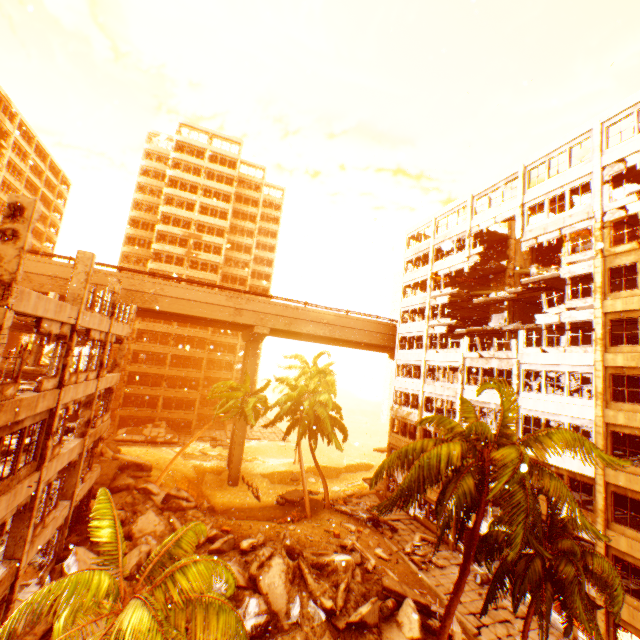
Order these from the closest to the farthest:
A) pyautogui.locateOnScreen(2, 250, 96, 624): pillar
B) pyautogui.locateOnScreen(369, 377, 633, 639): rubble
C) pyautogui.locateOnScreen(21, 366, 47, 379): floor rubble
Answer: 1. pyautogui.locateOnScreen(369, 377, 633, 639): rubble
2. pyautogui.locateOnScreen(2, 250, 96, 624): pillar
3. pyautogui.locateOnScreen(21, 366, 47, 379): floor rubble

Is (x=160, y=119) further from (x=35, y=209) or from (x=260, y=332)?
(x=35, y=209)

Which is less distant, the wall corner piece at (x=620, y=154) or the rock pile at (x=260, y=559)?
the rock pile at (x=260, y=559)

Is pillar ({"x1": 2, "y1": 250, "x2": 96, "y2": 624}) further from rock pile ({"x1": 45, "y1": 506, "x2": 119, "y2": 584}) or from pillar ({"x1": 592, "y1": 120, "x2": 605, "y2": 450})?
pillar ({"x1": 592, "y1": 120, "x2": 605, "y2": 450})

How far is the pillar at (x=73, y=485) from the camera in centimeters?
1603cm

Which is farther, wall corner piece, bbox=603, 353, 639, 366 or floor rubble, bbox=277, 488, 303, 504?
floor rubble, bbox=277, 488, 303, 504

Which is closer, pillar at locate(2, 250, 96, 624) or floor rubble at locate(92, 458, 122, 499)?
pillar at locate(2, 250, 96, 624)

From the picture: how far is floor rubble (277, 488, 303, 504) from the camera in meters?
31.3 m
